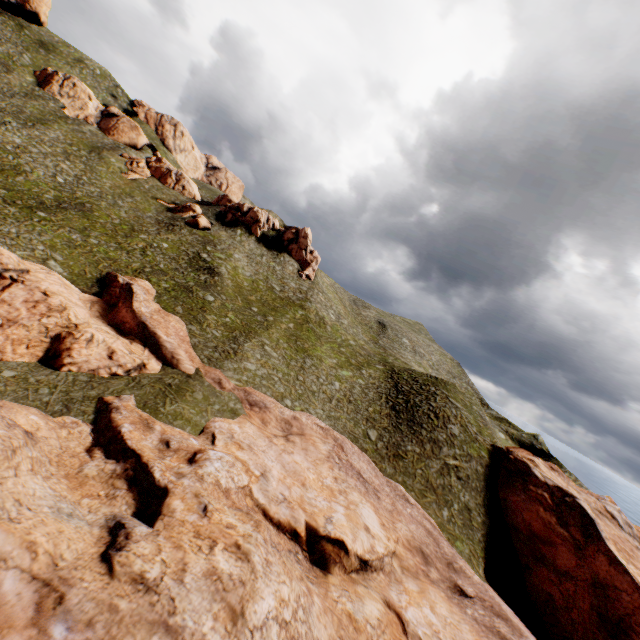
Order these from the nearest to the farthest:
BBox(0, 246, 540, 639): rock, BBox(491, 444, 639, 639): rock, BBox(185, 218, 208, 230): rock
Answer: BBox(0, 246, 540, 639): rock → BBox(491, 444, 639, 639): rock → BBox(185, 218, 208, 230): rock

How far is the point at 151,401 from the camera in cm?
2459

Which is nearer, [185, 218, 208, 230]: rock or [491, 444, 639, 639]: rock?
[491, 444, 639, 639]: rock

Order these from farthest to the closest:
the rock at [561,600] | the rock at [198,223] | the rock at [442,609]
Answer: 1. the rock at [198,223]
2. the rock at [561,600]
3. the rock at [442,609]

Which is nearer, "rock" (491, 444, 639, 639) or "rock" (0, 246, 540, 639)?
"rock" (0, 246, 540, 639)

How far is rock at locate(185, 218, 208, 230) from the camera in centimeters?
5812cm

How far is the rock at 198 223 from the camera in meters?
58.1 m
